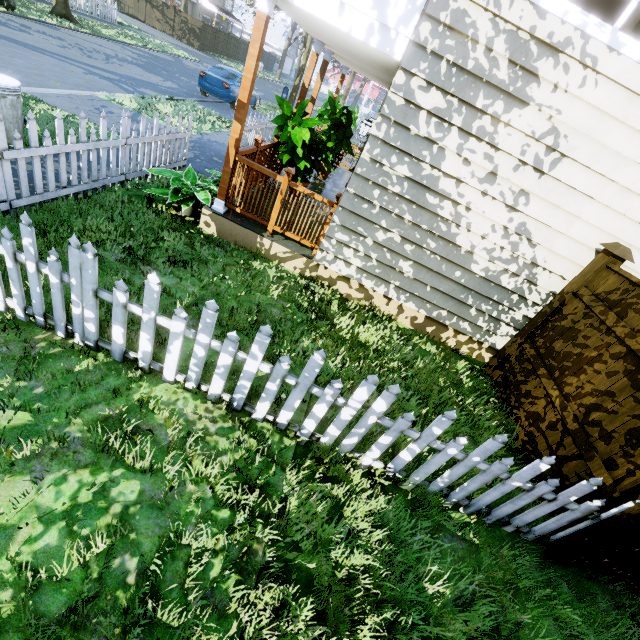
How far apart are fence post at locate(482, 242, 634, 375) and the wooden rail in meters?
4.4 m

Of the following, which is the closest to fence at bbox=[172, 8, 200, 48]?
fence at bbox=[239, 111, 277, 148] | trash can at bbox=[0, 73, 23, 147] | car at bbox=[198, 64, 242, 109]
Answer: trash can at bbox=[0, 73, 23, 147]

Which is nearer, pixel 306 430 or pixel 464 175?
pixel 306 430

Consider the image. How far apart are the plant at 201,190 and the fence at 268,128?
4.3m

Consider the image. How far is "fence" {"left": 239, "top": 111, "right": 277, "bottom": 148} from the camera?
9.50m

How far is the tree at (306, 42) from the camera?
19.08m

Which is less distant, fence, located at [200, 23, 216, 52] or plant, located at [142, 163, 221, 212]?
plant, located at [142, 163, 221, 212]

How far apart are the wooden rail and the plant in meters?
0.1 m
